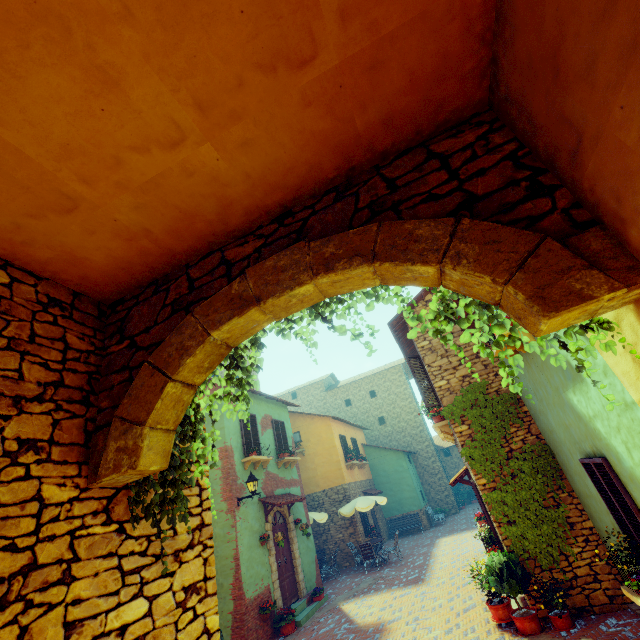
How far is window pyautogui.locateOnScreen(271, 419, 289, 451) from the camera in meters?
14.0

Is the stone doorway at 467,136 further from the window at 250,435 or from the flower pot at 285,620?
the flower pot at 285,620

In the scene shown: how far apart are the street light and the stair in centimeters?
363cm

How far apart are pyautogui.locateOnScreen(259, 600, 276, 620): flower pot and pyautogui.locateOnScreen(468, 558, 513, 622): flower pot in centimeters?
596cm

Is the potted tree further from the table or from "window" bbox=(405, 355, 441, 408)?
the table

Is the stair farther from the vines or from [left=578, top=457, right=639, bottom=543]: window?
the vines

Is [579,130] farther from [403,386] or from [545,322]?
[403,386]

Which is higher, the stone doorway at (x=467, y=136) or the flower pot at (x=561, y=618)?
the stone doorway at (x=467, y=136)
